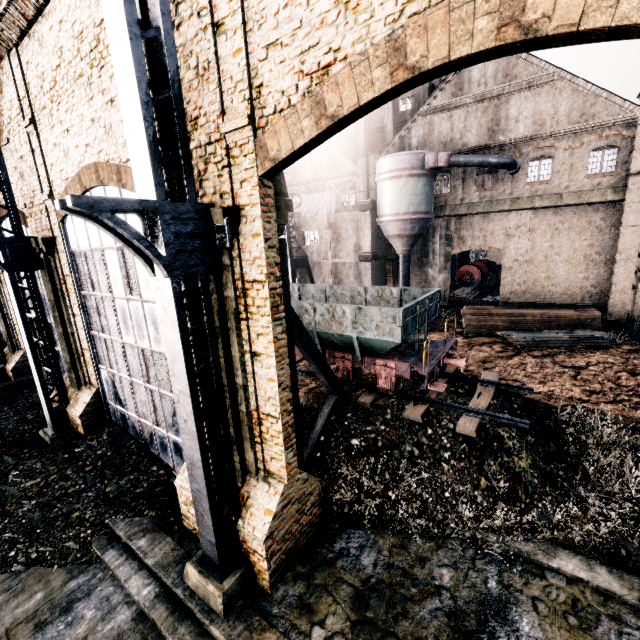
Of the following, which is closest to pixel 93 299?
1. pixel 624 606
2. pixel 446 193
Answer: pixel 624 606

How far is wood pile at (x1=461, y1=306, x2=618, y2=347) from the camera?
21.16m

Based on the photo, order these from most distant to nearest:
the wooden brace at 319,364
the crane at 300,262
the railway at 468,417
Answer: the crane at 300,262, the railway at 468,417, the wooden brace at 319,364

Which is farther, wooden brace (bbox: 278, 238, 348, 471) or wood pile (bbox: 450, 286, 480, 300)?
wood pile (bbox: 450, 286, 480, 300)

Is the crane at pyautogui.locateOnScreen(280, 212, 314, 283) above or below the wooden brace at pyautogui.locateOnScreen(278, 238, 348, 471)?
above

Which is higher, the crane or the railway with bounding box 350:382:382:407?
the crane

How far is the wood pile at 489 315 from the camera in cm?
2116

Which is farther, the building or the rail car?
the rail car
